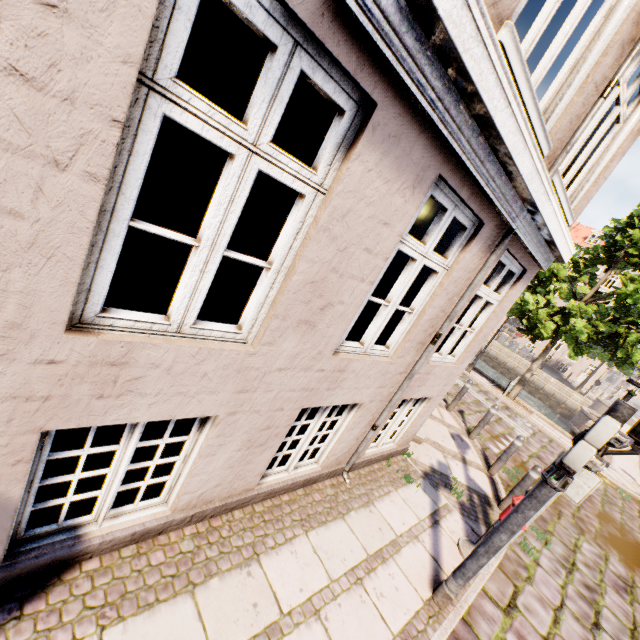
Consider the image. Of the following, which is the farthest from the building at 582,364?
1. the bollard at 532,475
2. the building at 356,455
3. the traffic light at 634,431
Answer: the traffic light at 634,431

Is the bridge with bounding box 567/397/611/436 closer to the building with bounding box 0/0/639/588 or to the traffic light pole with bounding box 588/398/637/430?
the building with bounding box 0/0/639/588

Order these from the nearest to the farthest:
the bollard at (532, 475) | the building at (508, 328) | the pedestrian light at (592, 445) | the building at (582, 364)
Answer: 1. the pedestrian light at (592, 445)
2. the bollard at (532, 475)
3. the building at (582, 364)
4. the building at (508, 328)

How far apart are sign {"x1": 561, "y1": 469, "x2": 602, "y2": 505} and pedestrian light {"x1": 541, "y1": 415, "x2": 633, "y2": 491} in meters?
1.6

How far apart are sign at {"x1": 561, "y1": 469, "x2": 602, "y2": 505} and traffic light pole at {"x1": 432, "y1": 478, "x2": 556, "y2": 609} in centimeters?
160cm

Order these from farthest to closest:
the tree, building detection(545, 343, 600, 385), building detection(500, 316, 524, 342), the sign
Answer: building detection(500, 316, 524, 342) < building detection(545, 343, 600, 385) < the tree < the sign

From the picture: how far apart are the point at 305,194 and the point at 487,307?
4.01m

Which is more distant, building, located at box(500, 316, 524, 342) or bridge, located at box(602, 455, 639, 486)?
building, located at box(500, 316, 524, 342)
